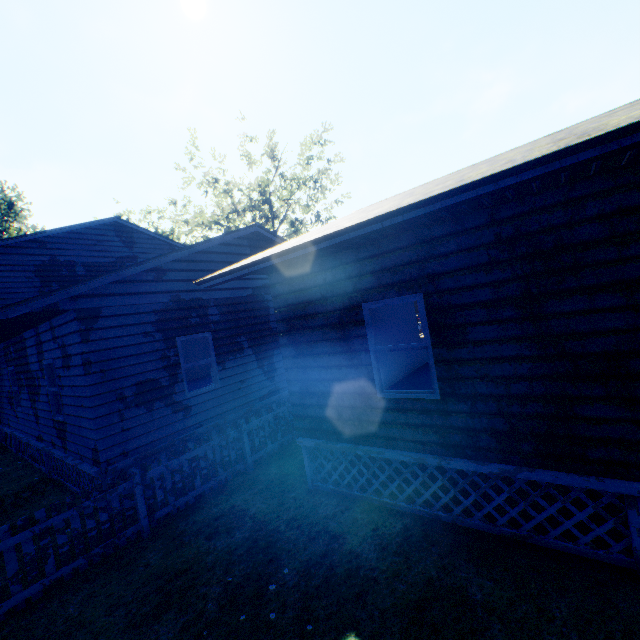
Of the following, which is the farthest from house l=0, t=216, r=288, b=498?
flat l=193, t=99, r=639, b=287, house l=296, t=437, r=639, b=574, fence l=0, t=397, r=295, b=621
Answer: house l=296, t=437, r=639, b=574

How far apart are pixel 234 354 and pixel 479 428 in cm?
712

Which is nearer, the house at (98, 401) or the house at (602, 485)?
the house at (602, 485)

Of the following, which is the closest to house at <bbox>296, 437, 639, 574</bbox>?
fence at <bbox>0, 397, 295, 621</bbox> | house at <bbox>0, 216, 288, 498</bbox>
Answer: fence at <bbox>0, 397, 295, 621</bbox>

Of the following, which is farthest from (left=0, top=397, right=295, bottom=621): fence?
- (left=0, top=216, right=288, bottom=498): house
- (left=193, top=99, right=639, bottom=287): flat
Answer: (left=193, top=99, right=639, bottom=287): flat

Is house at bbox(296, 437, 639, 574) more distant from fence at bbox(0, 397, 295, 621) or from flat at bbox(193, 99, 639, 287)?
flat at bbox(193, 99, 639, 287)

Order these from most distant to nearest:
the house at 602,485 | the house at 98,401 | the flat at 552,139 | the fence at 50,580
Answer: the house at 98,401 < the fence at 50,580 < the house at 602,485 < the flat at 552,139

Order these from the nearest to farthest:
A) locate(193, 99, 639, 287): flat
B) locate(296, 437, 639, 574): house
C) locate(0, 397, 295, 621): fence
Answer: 1. locate(193, 99, 639, 287): flat
2. locate(296, 437, 639, 574): house
3. locate(0, 397, 295, 621): fence
